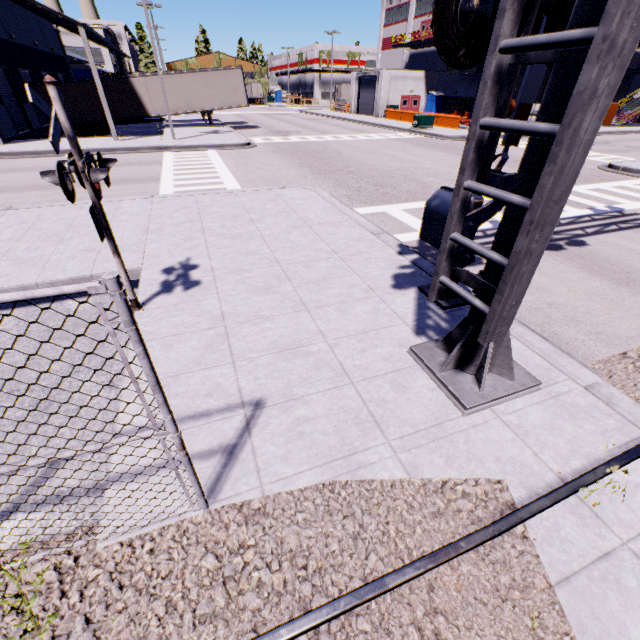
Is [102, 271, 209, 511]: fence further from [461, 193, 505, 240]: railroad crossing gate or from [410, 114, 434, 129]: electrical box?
[410, 114, 434, 129]: electrical box

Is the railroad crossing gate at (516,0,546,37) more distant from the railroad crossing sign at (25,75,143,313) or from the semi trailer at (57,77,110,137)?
the railroad crossing sign at (25,75,143,313)

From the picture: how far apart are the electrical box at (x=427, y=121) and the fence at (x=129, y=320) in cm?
3314

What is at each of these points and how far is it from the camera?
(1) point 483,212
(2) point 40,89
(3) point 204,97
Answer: (1) railroad crossing gate, 4.17m
(2) semi trailer, 23.20m
(3) semi trailer, 26.75m

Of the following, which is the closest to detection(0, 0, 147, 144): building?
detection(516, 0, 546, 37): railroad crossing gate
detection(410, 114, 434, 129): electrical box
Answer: detection(516, 0, 546, 37): railroad crossing gate

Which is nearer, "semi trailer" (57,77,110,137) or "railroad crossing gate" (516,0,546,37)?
"railroad crossing gate" (516,0,546,37)

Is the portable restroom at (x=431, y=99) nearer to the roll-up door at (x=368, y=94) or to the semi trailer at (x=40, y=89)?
the semi trailer at (x=40, y=89)

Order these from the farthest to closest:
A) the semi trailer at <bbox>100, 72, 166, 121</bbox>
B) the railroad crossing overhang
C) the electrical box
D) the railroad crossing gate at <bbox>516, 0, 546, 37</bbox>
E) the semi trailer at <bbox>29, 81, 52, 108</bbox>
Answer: the electrical box
the semi trailer at <bbox>100, 72, 166, 121</bbox>
the semi trailer at <bbox>29, 81, 52, 108</bbox>
the railroad crossing gate at <bbox>516, 0, 546, 37</bbox>
the railroad crossing overhang
